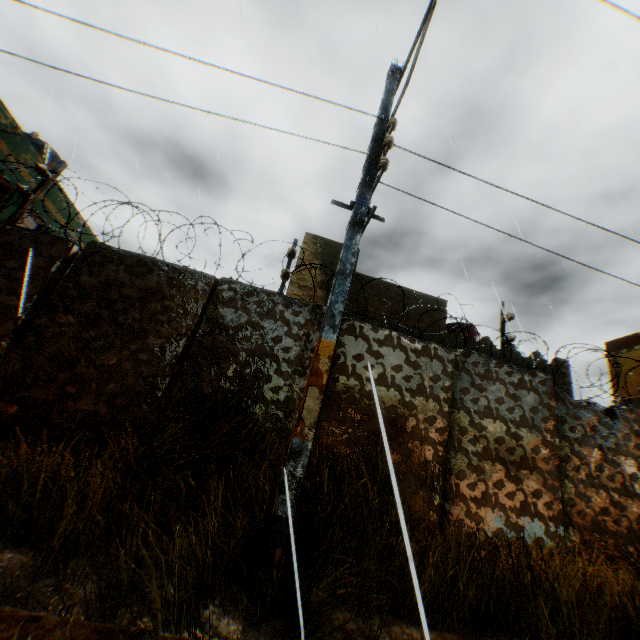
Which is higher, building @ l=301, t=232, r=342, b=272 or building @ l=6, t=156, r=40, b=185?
building @ l=301, t=232, r=342, b=272

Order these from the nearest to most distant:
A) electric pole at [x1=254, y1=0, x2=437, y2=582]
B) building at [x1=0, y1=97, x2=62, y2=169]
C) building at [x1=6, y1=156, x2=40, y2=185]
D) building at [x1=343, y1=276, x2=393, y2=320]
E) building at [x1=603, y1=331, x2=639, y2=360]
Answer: electric pole at [x1=254, y1=0, x2=437, y2=582]
building at [x1=0, y1=97, x2=62, y2=169]
building at [x1=6, y1=156, x2=40, y2=185]
building at [x1=343, y1=276, x2=393, y2=320]
building at [x1=603, y1=331, x2=639, y2=360]

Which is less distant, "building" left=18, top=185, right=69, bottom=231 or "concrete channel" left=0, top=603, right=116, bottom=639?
"concrete channel" left=0, top=603, right=116, bottom=639

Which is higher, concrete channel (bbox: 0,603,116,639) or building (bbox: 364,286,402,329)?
building (bbox: 364,286,402,329)

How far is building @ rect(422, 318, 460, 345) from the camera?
11.06m

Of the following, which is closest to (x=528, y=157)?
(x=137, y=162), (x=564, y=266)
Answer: (x=564, y=266)

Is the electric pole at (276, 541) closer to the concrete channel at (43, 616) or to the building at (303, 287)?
the concrete channel at (43, 616)

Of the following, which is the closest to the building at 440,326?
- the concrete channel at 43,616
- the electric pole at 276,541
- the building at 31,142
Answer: the concrete channel at 43,616
